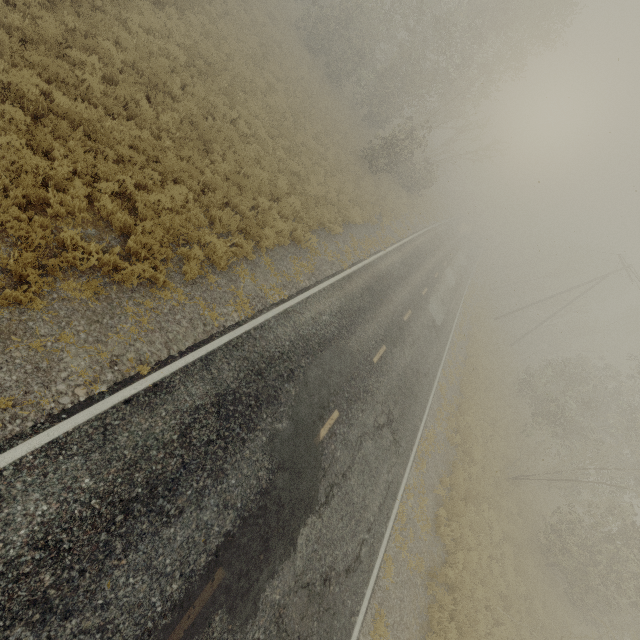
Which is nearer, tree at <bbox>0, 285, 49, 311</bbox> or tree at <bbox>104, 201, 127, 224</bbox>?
tree at <bbox>0, 285, 49, 311</bbox>

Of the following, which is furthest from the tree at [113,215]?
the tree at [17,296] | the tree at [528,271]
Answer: the tree at [528,271]

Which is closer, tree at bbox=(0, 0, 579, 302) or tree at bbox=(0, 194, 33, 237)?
tree at bbox=(0, 194, 33, 237)

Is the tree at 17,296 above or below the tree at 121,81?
above

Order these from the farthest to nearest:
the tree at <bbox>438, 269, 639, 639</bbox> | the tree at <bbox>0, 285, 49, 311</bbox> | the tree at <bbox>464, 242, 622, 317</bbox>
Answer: the tree at <bbox>464, 242, 622, 317</bbox> < the tree at <bbox>438, 269, 639, 639</bbox> < the tree at <bbox>0, 285, 49, 311</bbox>

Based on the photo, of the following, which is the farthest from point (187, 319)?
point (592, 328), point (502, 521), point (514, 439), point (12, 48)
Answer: point (592, 328)
